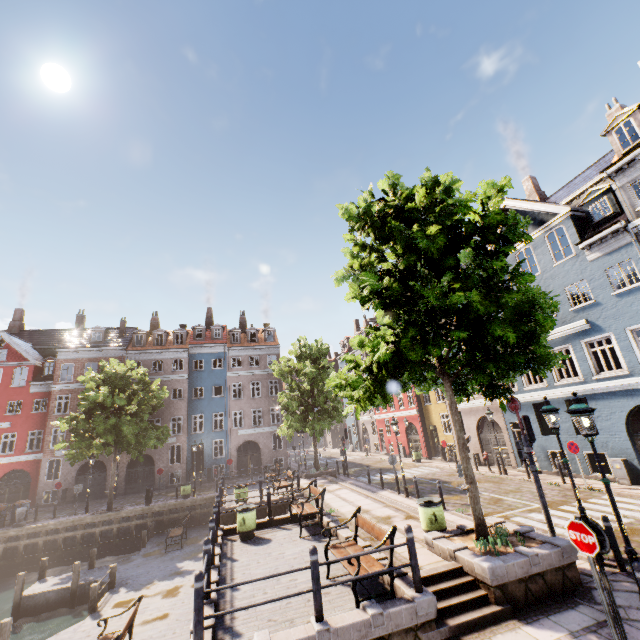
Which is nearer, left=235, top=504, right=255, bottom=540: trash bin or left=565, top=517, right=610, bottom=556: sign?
left=565, top=517, right=610, bottom=556: sign

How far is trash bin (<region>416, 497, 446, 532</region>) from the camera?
9.0 meters

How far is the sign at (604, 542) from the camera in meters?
5.2

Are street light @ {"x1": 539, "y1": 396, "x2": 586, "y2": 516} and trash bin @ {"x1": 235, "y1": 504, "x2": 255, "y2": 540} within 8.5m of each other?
no

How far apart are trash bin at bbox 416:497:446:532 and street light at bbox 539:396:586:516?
3.3m

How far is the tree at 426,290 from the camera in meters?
7.5 m

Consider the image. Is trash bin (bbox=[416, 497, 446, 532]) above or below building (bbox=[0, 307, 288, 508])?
below

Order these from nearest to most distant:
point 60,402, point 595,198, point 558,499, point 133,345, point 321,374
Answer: point 558,499 < point 595,198 < point 321,374 < point 60,402 < point 133,345
